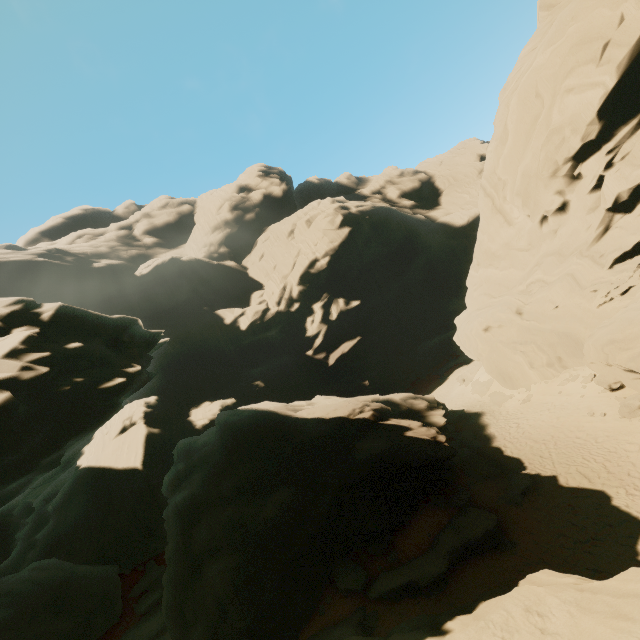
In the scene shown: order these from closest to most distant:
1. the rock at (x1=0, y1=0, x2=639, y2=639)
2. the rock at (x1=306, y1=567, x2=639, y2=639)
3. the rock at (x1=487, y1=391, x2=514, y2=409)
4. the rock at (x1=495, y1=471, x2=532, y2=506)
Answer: the rock at (x1=306, y1=567, x2=639, y2=639) < the rock at (x1=0, y1=0, x2=639, y2=639) < the rock at (x1=495, y1=471, x2=532, y2=506) < the rock at (x1=487, y1=391, x2=514, y2=409)

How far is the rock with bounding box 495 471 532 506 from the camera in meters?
15.2 m

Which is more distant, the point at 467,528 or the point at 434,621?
the point at 467,528

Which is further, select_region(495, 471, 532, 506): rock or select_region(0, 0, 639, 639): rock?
select_region(495, 471, 532, 506): rock

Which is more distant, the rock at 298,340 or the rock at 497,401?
the rock at 497,401
